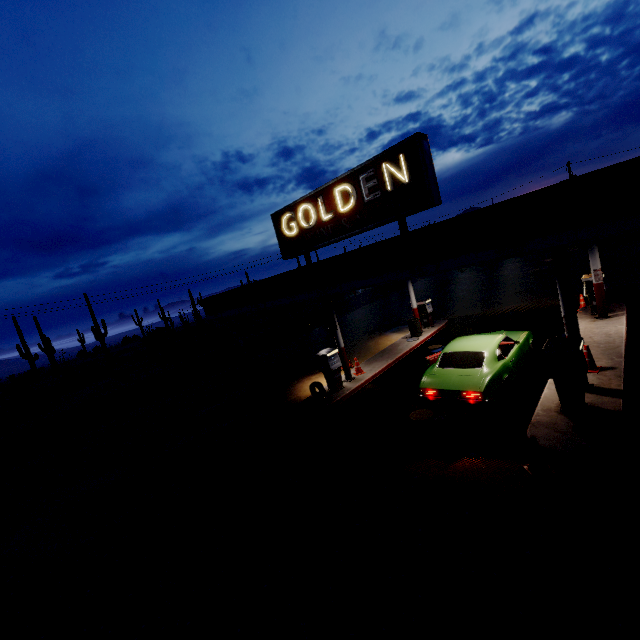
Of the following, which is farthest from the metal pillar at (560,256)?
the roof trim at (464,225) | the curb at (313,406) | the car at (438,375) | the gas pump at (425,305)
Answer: the gas pump at (425,305)

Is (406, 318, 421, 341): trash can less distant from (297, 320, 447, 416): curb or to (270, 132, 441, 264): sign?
(297, 320, 447, 416): curb

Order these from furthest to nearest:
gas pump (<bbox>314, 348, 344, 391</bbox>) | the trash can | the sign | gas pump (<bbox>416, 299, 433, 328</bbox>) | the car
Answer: gas pump (<bbox>416, 299, 433, 328</bbox>) < the trash can < gas pump (<bbox>314, 348, 344, 391</bbox>) < the car < the sign

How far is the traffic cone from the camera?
5.7 meters

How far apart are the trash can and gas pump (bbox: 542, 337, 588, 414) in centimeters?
842cm

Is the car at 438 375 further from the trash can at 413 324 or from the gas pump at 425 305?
the gas pump at 425 305

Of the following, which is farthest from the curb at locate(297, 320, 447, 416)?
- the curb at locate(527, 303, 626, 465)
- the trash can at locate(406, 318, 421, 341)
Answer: the curb at locate(527, 303, 626, 465)

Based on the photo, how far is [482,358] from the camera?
8.5m
